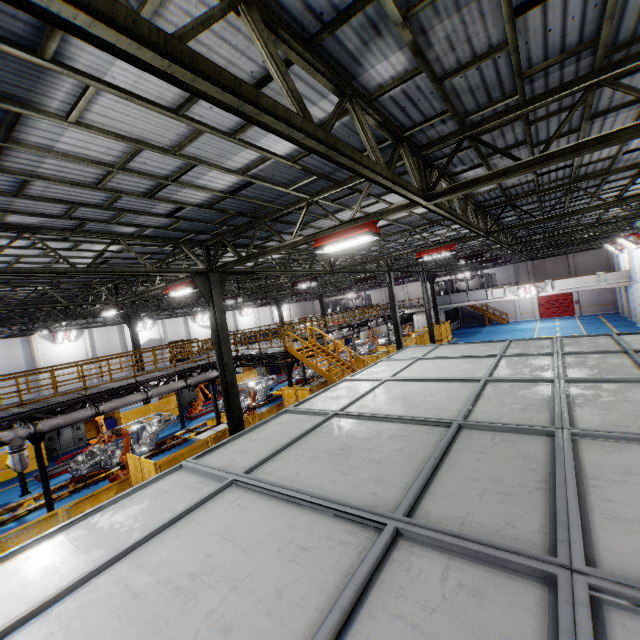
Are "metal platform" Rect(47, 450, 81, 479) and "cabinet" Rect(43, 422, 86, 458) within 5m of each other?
yes

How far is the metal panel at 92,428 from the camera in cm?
2116

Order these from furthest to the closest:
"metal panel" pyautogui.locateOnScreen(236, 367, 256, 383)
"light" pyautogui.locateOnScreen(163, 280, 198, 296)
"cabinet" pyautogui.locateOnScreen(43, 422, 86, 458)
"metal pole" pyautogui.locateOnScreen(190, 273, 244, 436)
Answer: "metal panel" pyautogui.locateOnScreen(236, 367, 256, 383) < "cabinet" pyautogui.locateOnScreen(43, 422, 86, 458) < "light" pyautogui.locateOnScreen(163, 280, 198, 296) < "metal pole" pyautogui.locateOnScreen(190, 273, 244, 436)

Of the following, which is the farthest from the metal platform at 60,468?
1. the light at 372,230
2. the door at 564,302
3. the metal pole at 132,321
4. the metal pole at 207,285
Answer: the door at 564,302

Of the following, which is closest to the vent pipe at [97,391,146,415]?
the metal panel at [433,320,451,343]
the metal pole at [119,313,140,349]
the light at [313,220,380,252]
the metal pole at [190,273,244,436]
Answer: the metal panel at [433,320,451,343]

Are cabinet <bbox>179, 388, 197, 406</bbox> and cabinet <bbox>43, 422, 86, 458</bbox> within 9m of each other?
yes

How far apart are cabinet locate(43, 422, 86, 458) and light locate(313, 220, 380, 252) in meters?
20.8

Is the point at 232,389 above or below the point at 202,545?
below
